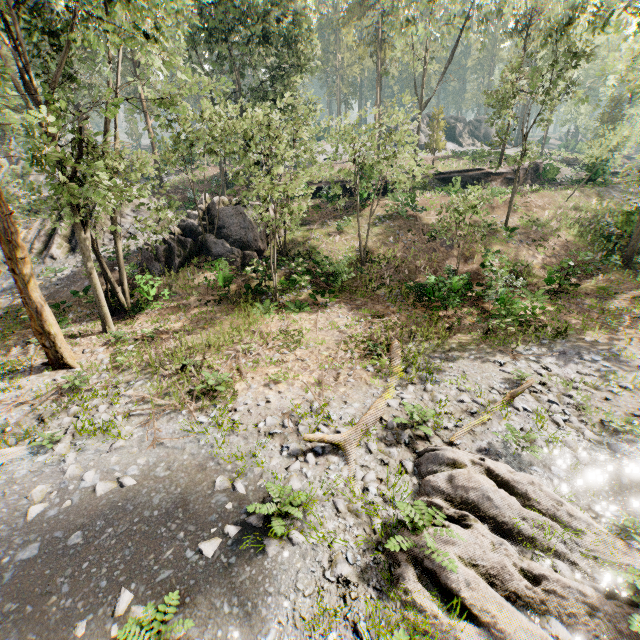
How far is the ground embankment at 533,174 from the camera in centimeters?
3251cm

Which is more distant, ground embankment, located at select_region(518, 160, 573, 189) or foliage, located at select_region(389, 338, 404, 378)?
ground embankment, located at select_region(518, 160, 573, 189)

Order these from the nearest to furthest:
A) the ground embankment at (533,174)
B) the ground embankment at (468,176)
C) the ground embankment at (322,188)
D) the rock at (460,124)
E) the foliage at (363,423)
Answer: the foliage at (363,423) → the ground embankment at (322,188) → the ground embankment at (468,176) → the ground embankment at (533,174) → the rock at (460,124)

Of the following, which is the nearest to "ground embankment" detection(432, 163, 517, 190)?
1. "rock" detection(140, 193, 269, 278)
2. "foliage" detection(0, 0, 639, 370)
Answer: "foliage" detection(0, 0, 639, 370)

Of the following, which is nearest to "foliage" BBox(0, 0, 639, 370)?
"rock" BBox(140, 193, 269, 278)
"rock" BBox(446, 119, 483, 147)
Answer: "rock" BBox(446, 119, 483, 147)

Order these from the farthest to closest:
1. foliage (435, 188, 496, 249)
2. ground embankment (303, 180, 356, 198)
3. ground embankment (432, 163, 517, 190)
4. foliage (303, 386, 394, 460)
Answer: ground embankment (432, 163, 517, 190)
ground embankment (303, 180, 356, 198)
foliage (435, 188, 496, 249)
foliage (303, 386, 394, 460)

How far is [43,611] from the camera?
5.82m

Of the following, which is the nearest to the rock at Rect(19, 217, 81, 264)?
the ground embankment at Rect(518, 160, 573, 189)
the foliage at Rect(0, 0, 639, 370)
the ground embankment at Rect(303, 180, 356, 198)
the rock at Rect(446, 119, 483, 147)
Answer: the ground embankment at Rect(303, 180, 356, 198)
